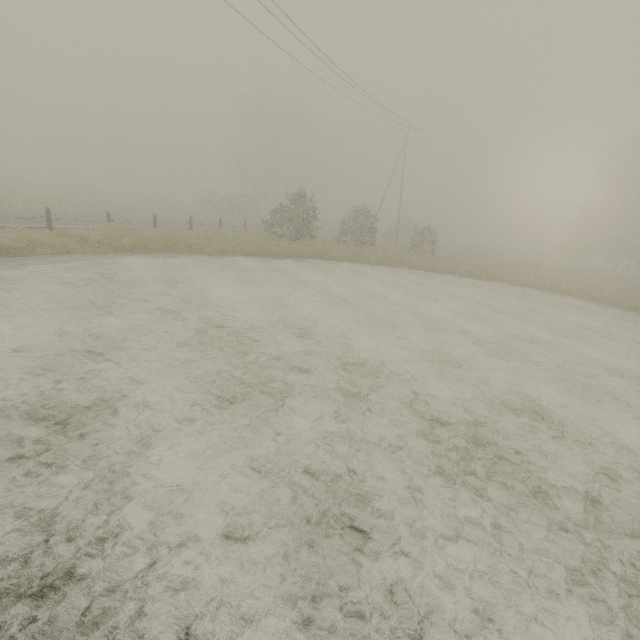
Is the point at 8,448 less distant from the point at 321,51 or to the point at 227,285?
the point at 227,285
